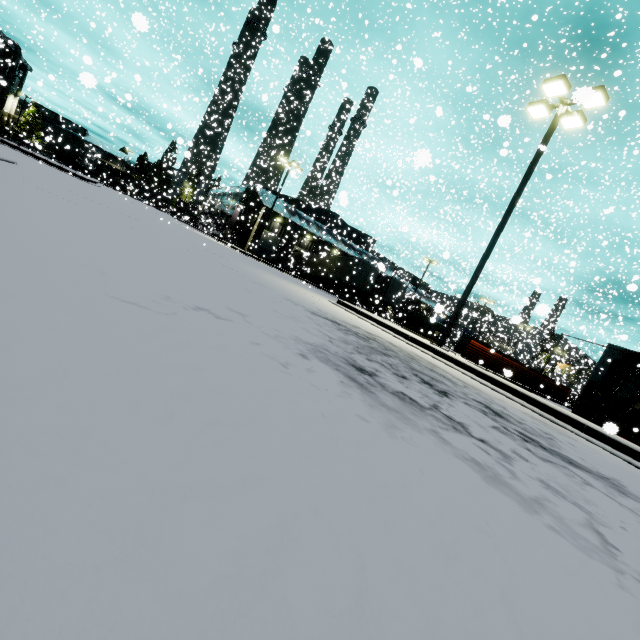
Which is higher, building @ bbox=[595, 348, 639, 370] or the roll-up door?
building @ bbox=[595, 348, 639, 370]

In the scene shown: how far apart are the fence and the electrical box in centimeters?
245cm

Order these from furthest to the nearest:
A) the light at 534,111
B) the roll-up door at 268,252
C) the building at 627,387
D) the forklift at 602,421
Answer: the roll-up door at 268,252 < the building at 627,387 < the light at 534,111 < the forklift at 602,421

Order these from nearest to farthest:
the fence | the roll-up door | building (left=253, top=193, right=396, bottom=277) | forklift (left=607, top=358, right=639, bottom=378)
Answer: forklift (left=607, top=358, right=639, bottom=378), the fence, building (left=253, top=193, right=396, bottom=277), the roll-up door

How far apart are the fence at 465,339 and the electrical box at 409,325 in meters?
2.5 m

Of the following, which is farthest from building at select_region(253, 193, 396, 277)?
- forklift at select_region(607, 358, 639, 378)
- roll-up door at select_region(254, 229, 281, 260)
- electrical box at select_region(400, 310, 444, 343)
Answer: electrical box at select_region(400, 310, 444, 343)

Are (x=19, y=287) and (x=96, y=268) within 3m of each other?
yes

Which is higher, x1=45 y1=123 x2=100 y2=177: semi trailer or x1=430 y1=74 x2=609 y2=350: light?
x1=430 y1=74 x2=609 y2=350: light
